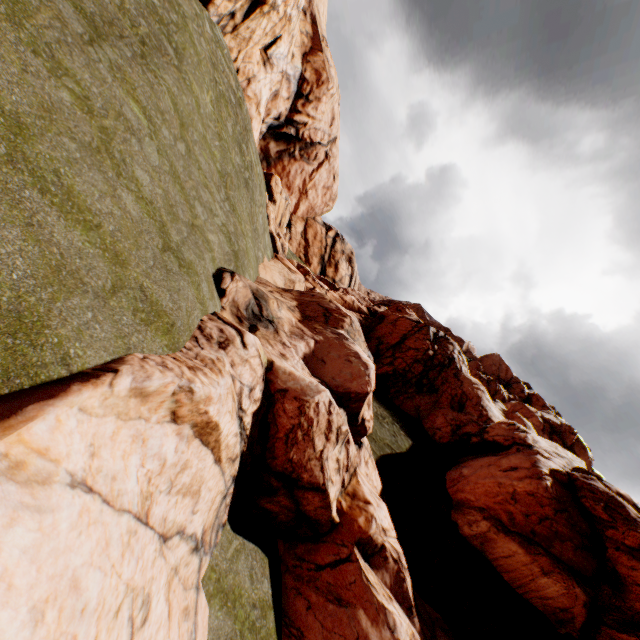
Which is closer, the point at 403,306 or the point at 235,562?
the point at 235,562
